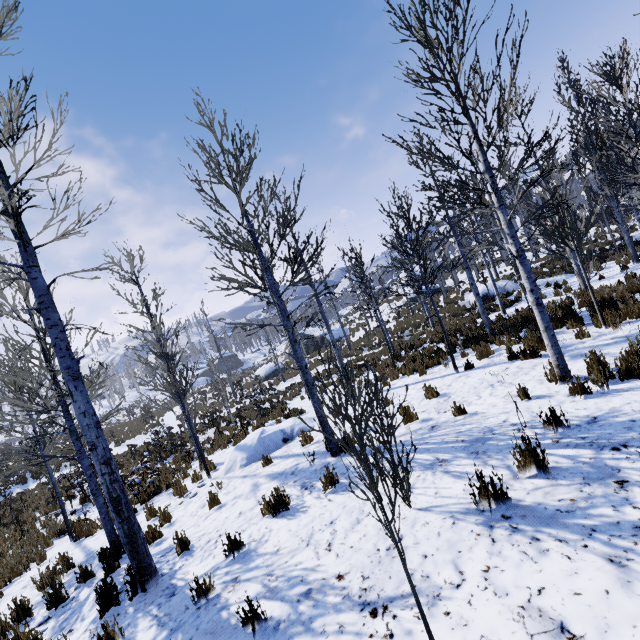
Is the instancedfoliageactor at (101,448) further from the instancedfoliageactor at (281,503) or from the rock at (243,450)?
the rock at (243,450)

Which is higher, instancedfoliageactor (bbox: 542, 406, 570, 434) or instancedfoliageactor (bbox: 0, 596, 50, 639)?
instancedfoliageactor (bbox: 542, 406, 570, 434)

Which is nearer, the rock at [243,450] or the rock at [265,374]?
the rock at [243,450]

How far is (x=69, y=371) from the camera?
4.42m

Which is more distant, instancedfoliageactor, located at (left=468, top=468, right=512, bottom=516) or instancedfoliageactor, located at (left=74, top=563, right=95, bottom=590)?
instancedfoliageactor, located at (left=74, top=563, right=95, bottom=590)

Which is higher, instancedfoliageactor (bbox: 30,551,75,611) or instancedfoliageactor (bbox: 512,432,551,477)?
instancedfoliageactor (bbox: 512,432,551,477)

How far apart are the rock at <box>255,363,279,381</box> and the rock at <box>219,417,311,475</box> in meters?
23.7 m

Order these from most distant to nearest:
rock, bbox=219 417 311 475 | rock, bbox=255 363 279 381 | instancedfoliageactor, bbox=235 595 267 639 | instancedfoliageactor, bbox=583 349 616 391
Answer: rock, bbox=255 363 279 381
rock, bbox=219 417 311 475
instancedfoliageactor, bbox=583 349 616 391
instancedfoliageactor, bbox=235 595 267 639
